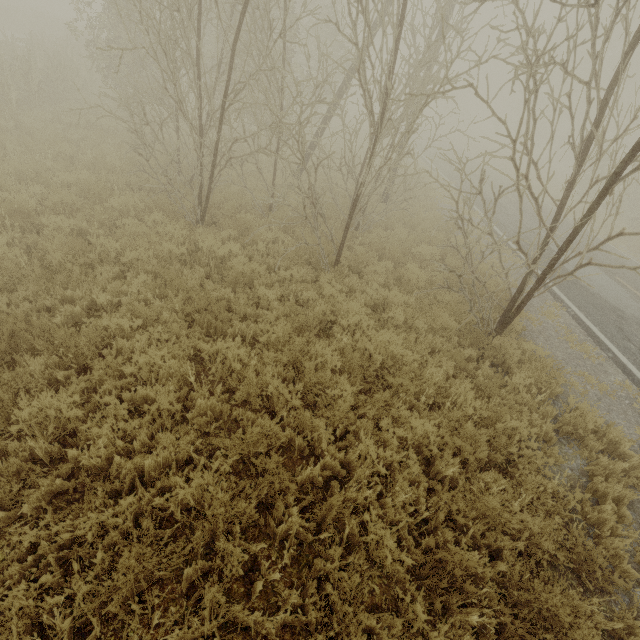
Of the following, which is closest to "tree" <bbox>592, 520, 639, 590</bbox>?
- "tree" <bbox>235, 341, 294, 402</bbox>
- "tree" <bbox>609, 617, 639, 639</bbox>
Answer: "tree" <bbox>609, 617, 639, 639</bbox>

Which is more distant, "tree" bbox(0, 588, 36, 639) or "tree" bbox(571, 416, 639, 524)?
"tree" bbox(571, 416, 639, 524)

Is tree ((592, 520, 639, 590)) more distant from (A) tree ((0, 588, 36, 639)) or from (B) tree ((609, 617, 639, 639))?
(A) tree ((0, 588, 36, 639))

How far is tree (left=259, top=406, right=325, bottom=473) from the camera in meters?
3.9 m

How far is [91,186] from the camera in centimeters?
758cm

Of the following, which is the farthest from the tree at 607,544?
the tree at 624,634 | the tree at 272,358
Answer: the tree at 272,358

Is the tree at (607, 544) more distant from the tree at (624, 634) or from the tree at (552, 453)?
the tree at (552, 453)
